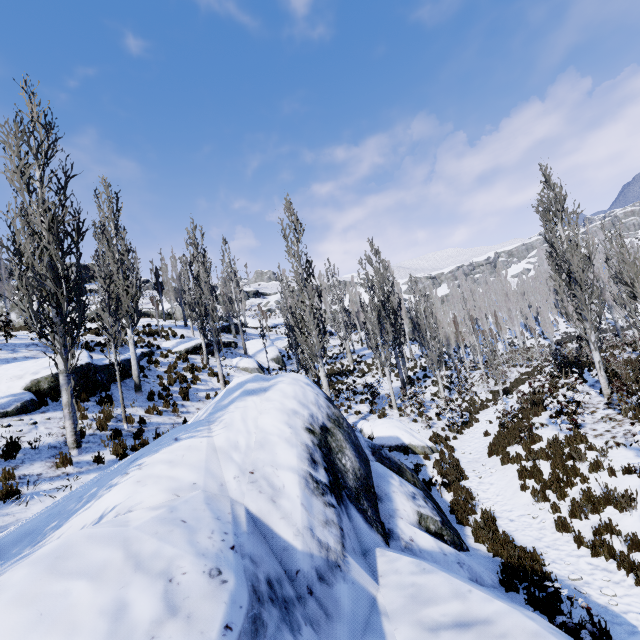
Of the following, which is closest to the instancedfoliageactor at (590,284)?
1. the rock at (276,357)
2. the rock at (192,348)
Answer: the rock at (192,348)

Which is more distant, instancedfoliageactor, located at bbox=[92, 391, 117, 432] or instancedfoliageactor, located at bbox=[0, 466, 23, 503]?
instancedfoliageactor, located at bbox=[92, 391, 117, 432]

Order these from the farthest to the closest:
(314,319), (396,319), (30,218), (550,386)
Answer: (396,319)
(550,386)
(314,319)
(30,218)

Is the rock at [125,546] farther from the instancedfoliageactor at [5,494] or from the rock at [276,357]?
the rock at [276,357]

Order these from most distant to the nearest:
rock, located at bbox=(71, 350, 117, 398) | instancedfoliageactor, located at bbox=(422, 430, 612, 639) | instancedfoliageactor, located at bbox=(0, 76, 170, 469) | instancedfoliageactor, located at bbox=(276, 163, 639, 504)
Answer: rock, located at bbox=(71, 350, 117, 398), instancedfoliageactor, located at bbox=(276, 163, 639, 504), instancedfoliageactor, located at bbox=(0, 76, 170, 469), instancedfoliageactor, located at bbox=(422, 430, 612, 639)

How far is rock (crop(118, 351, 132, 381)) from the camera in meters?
14.4 m

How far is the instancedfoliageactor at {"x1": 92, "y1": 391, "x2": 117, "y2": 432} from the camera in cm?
998

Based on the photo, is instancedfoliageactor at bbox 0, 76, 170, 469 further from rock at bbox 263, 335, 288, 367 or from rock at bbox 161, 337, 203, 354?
rock at bbox 263, 335, 288, 367
